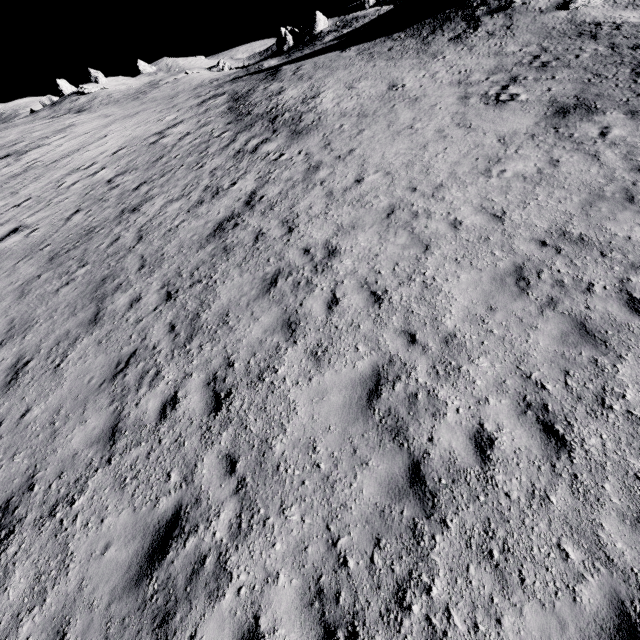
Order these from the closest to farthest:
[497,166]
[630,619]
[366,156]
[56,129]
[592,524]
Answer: [630,619] < [592,524] < [497,166] < [366,156] < [56,129]
